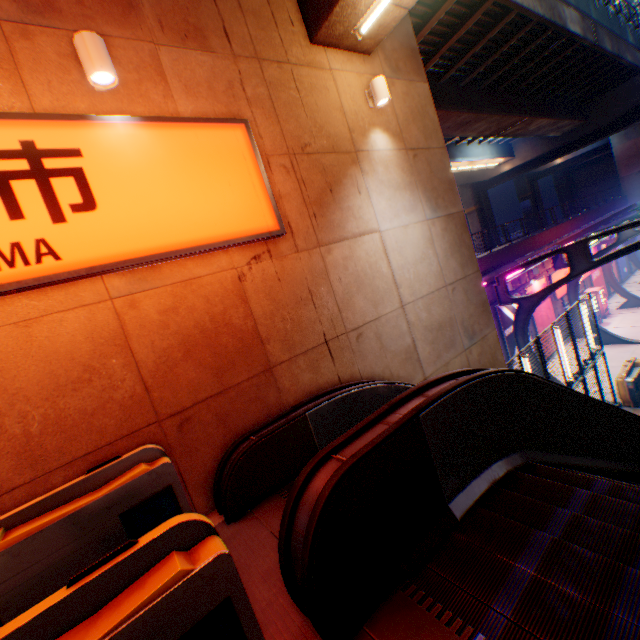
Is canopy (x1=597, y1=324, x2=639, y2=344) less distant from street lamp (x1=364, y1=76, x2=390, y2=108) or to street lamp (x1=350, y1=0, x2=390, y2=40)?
street lamp (x1=364, y1=76, x2=390, y2=108)

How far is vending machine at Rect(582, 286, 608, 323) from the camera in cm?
2139

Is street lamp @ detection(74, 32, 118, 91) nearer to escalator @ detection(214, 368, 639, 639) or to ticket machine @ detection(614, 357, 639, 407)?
escalator @ detection(214, 368, 639, 639)

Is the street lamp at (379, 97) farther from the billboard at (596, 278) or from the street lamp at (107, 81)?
the billboard at (596, 278)

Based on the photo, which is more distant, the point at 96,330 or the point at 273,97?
the point at 273,97

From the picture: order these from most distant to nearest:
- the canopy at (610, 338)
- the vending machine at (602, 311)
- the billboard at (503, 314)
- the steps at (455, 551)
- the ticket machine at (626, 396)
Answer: the vending machine at (602, 311) < the canopy at (610, 338) < the billboard at (503, 314) < the ticket machine at (626, 396) < the steps at (455, 551)

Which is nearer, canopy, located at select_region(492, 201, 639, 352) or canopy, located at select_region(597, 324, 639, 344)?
canopy, located at select_region(492, 201, 639, 352)

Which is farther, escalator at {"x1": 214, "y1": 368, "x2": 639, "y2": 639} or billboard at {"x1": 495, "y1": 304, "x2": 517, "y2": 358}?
billboard at {"x1": 495, "y1": 304, "x2": 517, "y2": 358}
